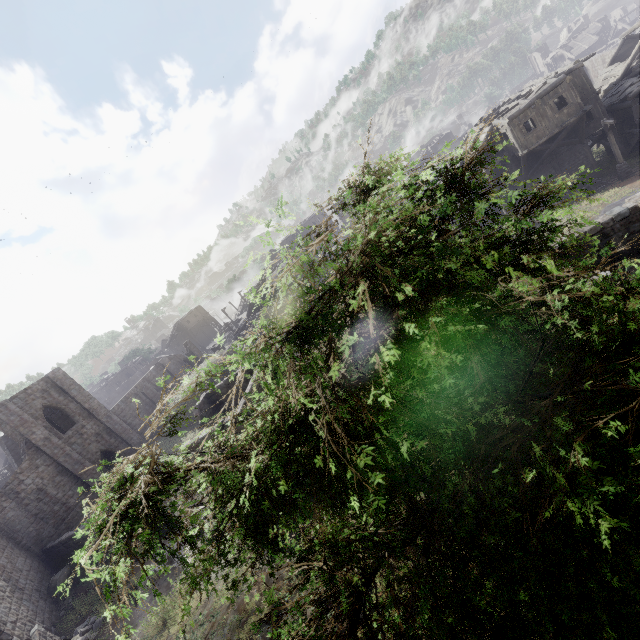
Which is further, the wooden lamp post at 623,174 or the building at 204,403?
the wooden lamp post at 623,174

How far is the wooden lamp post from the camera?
23.0m

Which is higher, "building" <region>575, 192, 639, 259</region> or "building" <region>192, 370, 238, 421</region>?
"building" <region>192, 370, 238, 421</region>

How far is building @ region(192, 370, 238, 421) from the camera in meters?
20.0

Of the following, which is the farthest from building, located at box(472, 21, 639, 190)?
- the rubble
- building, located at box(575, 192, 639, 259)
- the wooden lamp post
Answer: building, located at box(575, 192, 639, 259)

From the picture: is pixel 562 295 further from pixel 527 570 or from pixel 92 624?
pixel 92 624

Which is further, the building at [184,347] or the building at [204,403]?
the building at [184,347]
